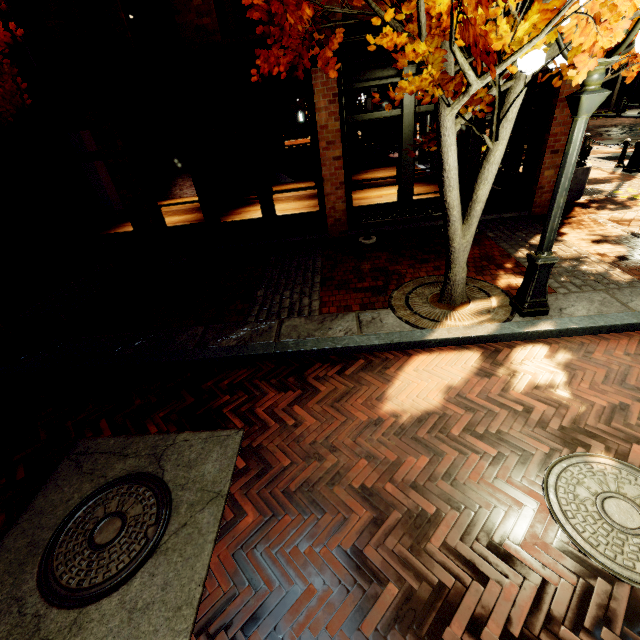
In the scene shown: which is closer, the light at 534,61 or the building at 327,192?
the light at 534,61

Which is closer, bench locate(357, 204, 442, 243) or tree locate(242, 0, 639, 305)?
tree locate(242, 0, 639, 305)

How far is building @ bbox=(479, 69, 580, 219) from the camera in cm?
673

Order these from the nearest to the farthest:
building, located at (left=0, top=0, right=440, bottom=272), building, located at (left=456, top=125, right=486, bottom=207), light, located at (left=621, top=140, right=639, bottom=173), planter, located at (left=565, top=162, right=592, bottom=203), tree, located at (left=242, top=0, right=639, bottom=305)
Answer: tree, located at (left=242, top=0, right=639, bottom=305) < building, located at (left=0, top=0, right=440, bottom=272) < building, located at (left=456, top=125, right=486, bottom=207) < planter, located at (left=565, top=162, right=592, bottom=203) < light, located at (left=621, top=140, right=639, bottom=173)

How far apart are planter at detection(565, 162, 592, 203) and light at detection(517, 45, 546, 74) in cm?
609

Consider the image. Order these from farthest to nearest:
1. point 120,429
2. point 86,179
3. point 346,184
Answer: point 86,179
point 346,184
point 120,429

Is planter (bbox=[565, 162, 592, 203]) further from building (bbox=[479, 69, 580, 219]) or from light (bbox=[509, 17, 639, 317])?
light (bbox=[509, 17, 639, 317])

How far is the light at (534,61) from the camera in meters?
3.0 m
